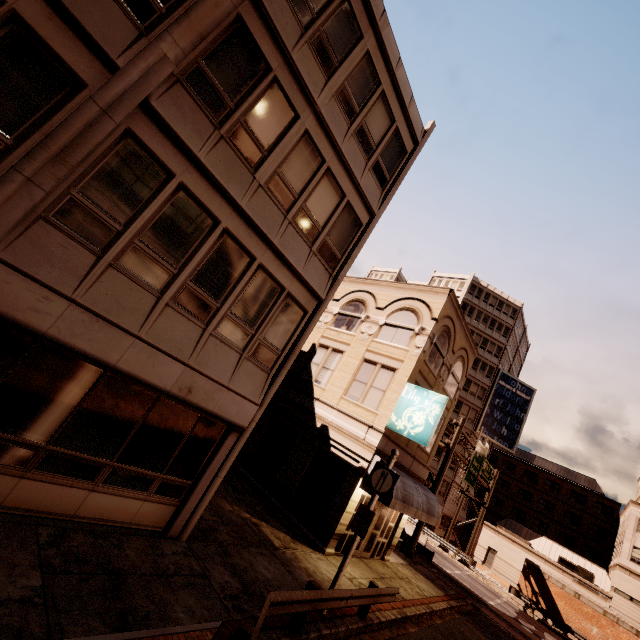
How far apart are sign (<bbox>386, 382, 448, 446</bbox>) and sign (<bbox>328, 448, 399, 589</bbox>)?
3.5 meters

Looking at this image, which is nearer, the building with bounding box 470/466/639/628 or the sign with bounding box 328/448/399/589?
the sign with bounding box 328/448/399/589

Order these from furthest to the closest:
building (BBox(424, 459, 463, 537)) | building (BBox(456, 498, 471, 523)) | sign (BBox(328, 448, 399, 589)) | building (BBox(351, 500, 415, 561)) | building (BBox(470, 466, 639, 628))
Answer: building (BBox(456, 498, 471, 523)) → building (BBox(424, 459, 463, 537)) → building (BBox(470, 466, 639, 628)) → building (BBox(351, 500, 415, 561)) → sign (BBox(328, 448, 399, 589))

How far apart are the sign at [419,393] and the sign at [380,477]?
3.52m

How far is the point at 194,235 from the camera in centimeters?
724cm

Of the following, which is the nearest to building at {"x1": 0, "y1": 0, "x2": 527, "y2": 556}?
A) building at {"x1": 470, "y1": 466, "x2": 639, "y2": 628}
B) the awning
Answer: the awning

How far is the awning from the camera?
13.06m

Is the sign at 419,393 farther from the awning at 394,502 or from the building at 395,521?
the awning at 394,502
